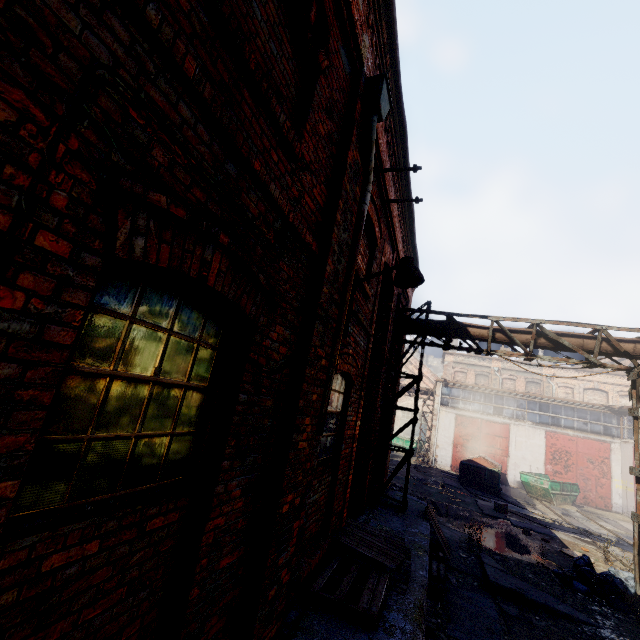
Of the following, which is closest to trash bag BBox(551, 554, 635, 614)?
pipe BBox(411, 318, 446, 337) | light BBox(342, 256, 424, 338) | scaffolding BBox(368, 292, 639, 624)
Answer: scaffolding BBox(368, 292, 639, 624)

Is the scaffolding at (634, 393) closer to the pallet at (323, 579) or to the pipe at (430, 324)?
the pipe at (430, 324)

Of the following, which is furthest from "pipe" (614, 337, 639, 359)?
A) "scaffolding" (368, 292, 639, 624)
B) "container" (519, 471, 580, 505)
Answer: "container" (519, 471, 580, 505)

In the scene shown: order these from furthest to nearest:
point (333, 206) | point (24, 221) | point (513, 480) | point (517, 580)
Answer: point (513, 480) < point (517, 580) < point (333, 206) < point (24, 221)

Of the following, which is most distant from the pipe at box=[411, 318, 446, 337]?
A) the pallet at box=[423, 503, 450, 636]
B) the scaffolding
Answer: the pallet at box=[423, 503, 450, 636]

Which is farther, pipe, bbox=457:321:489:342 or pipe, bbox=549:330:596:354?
pipe, bbox=457:321:489:342

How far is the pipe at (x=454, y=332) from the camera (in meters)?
9.16

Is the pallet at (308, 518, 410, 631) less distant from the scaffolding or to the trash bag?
the scaffolding
